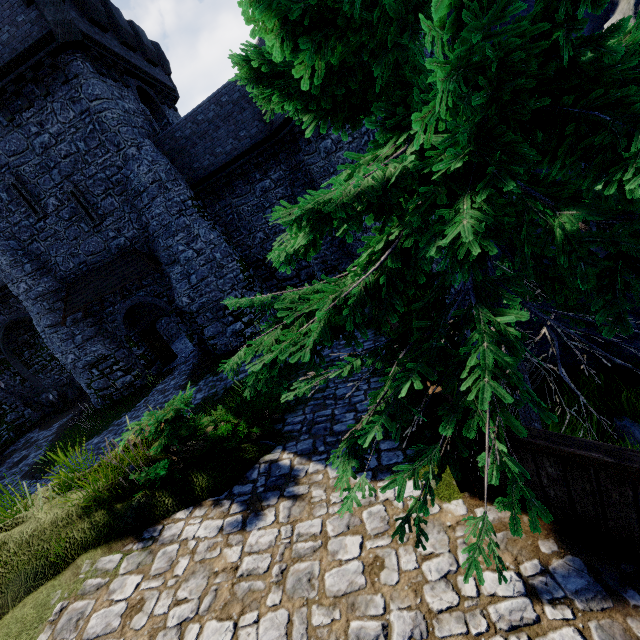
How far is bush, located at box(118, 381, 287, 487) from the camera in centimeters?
539cm

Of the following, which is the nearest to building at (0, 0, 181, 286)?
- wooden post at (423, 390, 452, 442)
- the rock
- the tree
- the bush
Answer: the bush

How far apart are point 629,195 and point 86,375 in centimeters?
2184cm

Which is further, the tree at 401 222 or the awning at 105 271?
the awning at 105 271

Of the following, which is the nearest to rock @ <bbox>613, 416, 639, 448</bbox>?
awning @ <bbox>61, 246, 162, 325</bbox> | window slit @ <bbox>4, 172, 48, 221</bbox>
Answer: awning @ <bbox>61, 246, 162, 325</bbox>

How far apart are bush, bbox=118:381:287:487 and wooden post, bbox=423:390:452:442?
3.4m

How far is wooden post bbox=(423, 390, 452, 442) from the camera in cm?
339

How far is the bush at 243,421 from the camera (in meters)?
5.39
